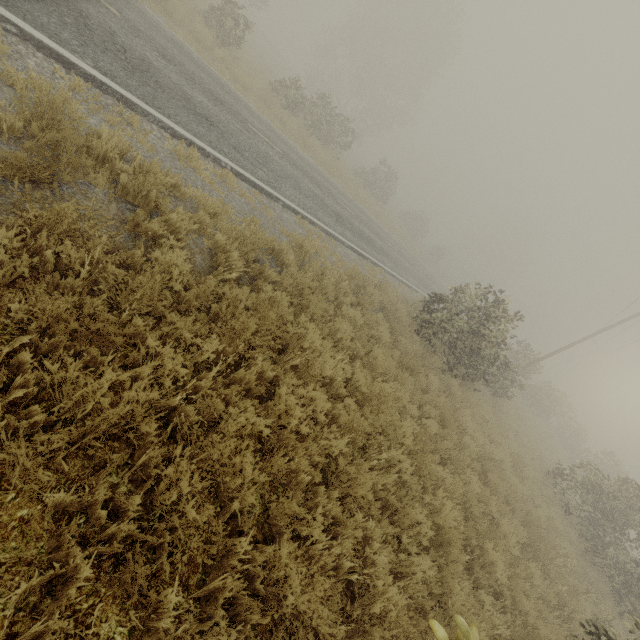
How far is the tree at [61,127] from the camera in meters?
3.3 m

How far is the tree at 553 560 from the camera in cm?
810

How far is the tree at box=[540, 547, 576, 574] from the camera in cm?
810

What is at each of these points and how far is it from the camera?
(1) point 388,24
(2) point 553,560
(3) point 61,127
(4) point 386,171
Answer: (1) tree, 34.47m
(2) tree, 8.20m
(3) tree, 3.25m
(4) tree, 32.16m

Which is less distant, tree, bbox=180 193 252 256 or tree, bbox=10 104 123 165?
tree, bbox=10 104 123 165

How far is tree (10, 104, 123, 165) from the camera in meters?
3.3

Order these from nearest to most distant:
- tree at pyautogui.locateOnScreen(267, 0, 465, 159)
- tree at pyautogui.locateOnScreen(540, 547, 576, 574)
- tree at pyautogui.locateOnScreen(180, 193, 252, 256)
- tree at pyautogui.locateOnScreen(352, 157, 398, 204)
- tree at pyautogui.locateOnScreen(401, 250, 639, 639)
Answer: tree at pyautogui.locateOnScreen(180, 193, 252, 256) < tree at pyautogui.locateOnScreen(540, 547, 576, 574) < tree at pyautogui.locateOnScreen(401, 250, 639, 639) < tree at pyautogui.locateOnScreen(267, 0, 465, 159) < tree at pyautogui.locateOnScreen(352, 157, 398, 204)
